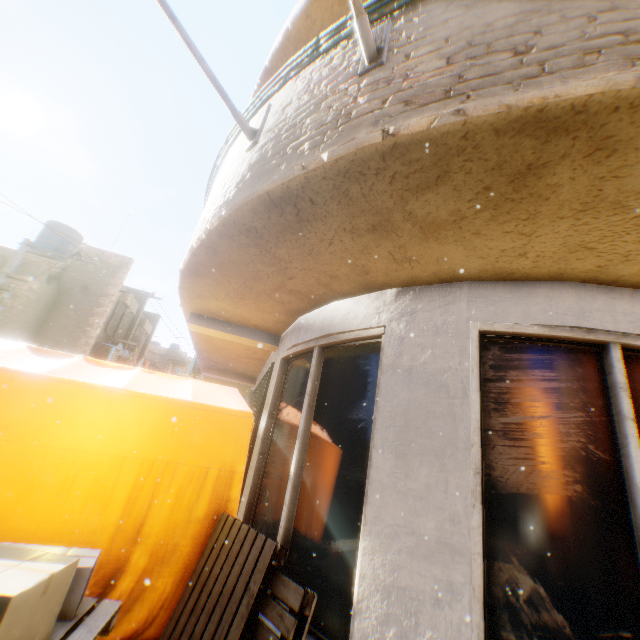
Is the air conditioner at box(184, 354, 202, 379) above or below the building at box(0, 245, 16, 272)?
below

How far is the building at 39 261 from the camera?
11.5m

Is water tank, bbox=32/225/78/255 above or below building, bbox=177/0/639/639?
above

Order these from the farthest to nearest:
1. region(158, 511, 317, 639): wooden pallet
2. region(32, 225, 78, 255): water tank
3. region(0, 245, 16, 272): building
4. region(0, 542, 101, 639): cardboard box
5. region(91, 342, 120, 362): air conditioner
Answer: region(32, 225, 78, 255): water tank → region(91, 342, 120, 362): air conditioner → region(0, 245, 16, 272): building → region(158, 511, 317, 639): wooden pallet → region(0, 542, 101, 639): cardboard box

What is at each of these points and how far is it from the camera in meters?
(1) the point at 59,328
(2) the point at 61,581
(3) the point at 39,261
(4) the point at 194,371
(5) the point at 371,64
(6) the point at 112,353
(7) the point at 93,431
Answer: (1) building, 12.8
(2) cardboard box, 1.7
(3) building, 13.7
(4) air conditioner, 11.6
(5) flagpole, 2.0
(6) air conditioner, 14.1
(7) tent, 3.0

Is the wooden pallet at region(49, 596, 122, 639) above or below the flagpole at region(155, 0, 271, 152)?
below

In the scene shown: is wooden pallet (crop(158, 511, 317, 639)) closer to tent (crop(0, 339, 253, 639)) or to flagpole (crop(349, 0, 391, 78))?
tent (crop(0, 339, 253, 639))

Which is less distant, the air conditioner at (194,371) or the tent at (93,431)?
the tent at (93,431)
